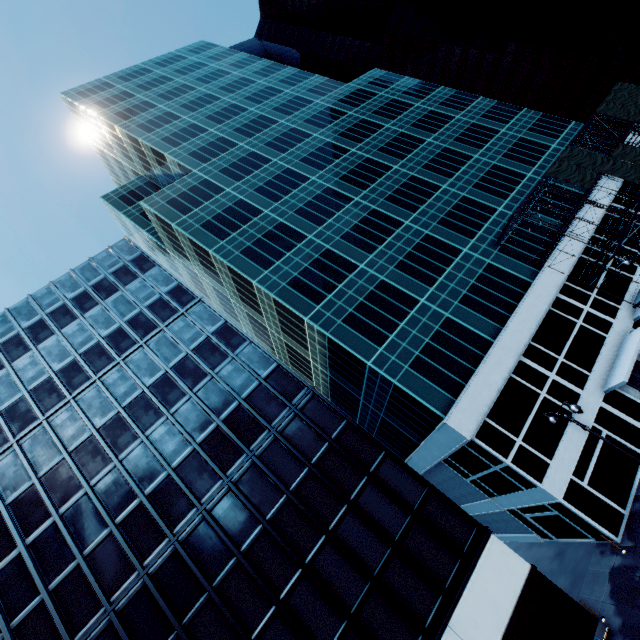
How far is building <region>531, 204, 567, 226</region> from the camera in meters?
33.2 m

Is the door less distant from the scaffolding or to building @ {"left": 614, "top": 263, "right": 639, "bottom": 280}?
building @ {"left": 614, "top": 263, "right": 639, "bottom": 280}

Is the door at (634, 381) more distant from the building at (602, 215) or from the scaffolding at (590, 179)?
the scaffolding at (590, 179)

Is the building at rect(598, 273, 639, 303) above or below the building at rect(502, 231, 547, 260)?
A: below

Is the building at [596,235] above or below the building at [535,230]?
below

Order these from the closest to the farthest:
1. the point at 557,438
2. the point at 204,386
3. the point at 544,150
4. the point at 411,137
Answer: the point at 557,438 → the point at 204,386 → the point at 544,150 → the point at 411,137

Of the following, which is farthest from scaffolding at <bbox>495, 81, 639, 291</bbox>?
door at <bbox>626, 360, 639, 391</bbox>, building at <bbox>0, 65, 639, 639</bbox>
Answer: door at <bbox>626, 360, 639, 391</bbox>
